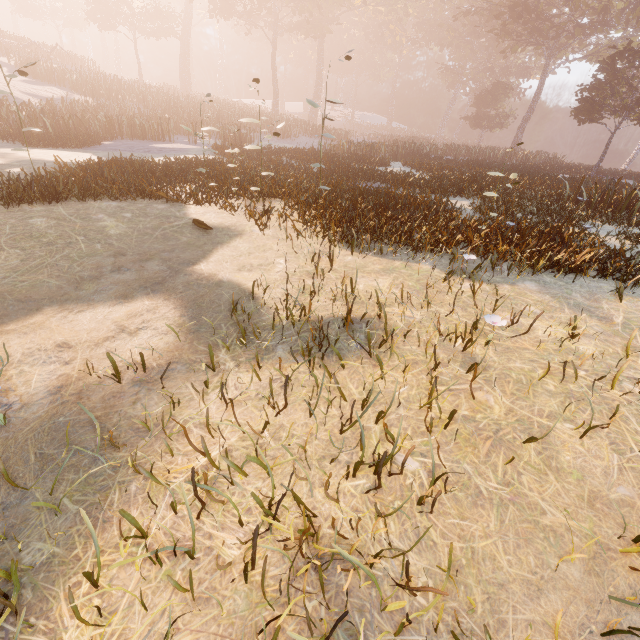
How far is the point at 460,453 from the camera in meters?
2.4
